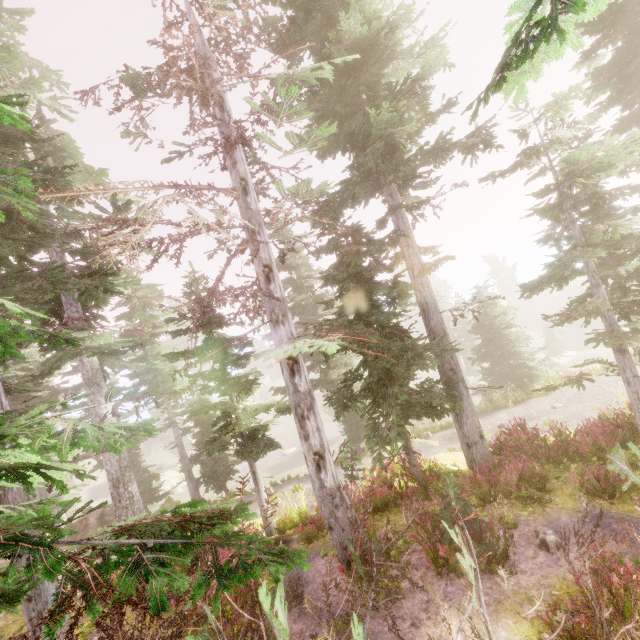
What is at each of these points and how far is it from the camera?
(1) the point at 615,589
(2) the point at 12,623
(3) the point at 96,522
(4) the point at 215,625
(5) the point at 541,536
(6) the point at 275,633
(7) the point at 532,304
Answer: (1) instancedfoliageactor, 5.0m
(2) rock, 10.1m
(3) rock, 19.9m
(4) tree, 4.6m
(5) instancedfoliageactor, 7.0m
(6) tree, 3.5m
(7) rock, 56.2m

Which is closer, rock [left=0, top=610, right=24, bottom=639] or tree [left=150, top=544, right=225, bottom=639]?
tree [left=150, top=544, right=225, bottom=639]

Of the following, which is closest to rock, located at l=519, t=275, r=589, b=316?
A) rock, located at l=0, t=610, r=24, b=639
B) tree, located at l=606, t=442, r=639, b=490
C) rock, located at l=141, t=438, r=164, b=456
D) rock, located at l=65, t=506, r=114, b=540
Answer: rock, located at l=141, t=438, r=164, b=456

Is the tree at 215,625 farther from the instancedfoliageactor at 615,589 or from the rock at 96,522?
the rock at 96,522

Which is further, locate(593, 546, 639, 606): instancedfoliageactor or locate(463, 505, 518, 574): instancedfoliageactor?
locate(463, 505, 518, 574): instancedfoliageactor

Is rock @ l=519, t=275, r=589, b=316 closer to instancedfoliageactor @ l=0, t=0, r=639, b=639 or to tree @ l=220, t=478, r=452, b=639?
instancedfoliageactor @ l=0, t=0, r=639, b=639

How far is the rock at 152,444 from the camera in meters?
46.9
